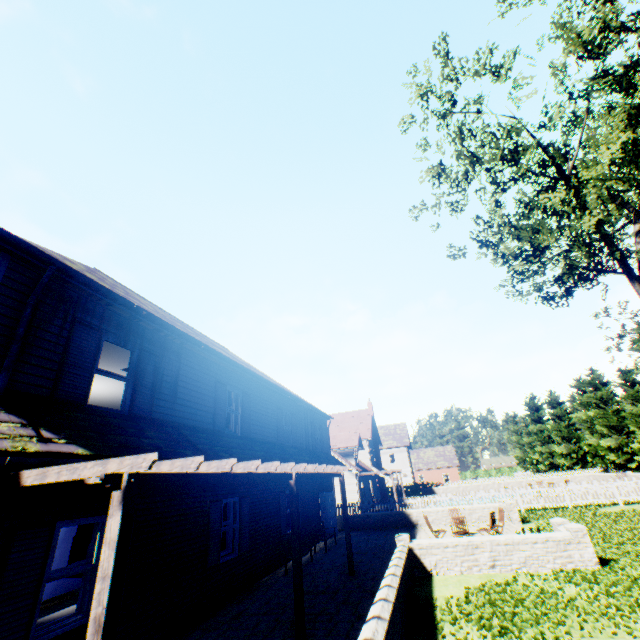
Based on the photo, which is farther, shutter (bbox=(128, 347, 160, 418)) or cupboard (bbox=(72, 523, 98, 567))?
shutter (bbox=(128, 347, 160, 418))

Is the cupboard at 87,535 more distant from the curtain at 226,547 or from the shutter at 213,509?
the curtain at 226,547

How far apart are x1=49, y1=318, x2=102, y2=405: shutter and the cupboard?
2.4m

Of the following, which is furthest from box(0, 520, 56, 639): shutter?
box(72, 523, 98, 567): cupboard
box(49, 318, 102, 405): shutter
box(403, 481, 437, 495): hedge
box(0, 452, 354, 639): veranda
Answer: box(403, 481, 437, 495): hedge

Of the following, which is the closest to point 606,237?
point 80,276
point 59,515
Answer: point 80,276

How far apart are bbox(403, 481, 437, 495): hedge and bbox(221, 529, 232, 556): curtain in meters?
42.5 m

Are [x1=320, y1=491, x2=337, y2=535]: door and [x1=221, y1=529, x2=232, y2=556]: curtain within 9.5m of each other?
yes

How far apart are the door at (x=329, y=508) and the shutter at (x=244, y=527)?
8.26m
